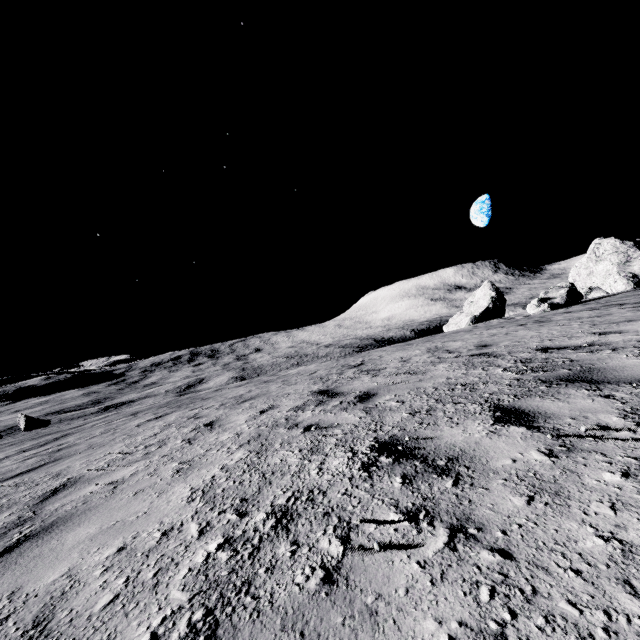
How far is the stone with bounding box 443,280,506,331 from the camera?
34.4 meters

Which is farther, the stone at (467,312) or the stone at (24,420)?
the stone at (467,312)

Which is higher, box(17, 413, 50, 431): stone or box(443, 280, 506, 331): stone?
box(443, 280, 506, 331): stone

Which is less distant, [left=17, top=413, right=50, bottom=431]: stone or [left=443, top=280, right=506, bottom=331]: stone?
[left=17, top=413, right=50, bottom=431]: stone

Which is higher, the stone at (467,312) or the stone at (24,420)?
the stone at (467,312)

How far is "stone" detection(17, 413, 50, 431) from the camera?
33.56m

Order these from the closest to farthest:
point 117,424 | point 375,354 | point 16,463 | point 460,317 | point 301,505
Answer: point 301,505 < point 16,463 < point 117,424 < point 375,354 < point 460,317
